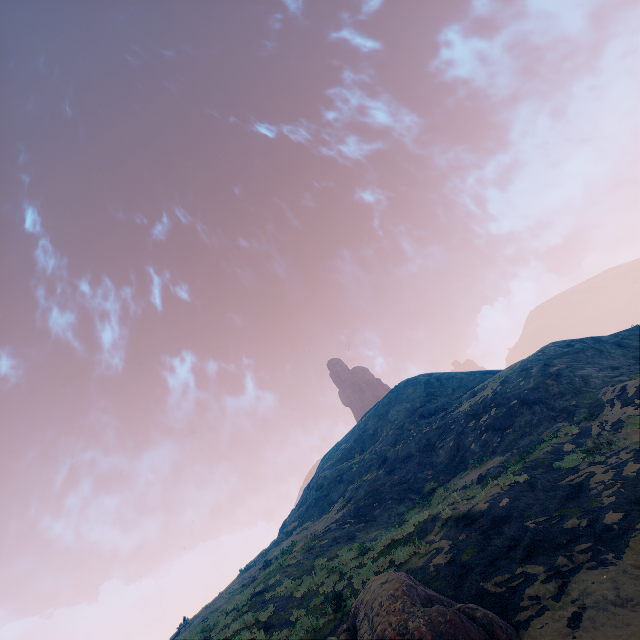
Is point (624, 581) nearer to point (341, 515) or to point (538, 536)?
point (538, 536)

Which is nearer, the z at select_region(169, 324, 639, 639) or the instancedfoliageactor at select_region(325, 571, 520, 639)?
the instancedfoliageactor at select_region(325, 571, 520, 639)

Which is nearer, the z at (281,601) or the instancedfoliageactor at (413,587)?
the instancedfoliageactor at (413,587)
